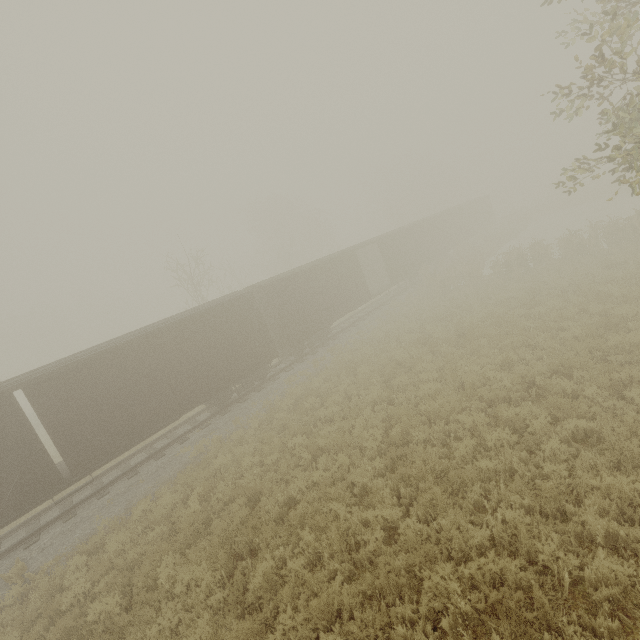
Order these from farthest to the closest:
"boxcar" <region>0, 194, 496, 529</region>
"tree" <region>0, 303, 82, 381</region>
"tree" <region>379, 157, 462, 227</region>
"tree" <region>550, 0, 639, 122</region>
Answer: "tree" <region>0, 303, 82, 381</region>, "tree" <region>379, 157, 462, 227</region>, "boxcar" <region>0, 194, 496, 529</region>, "tree" <region>550, 0, 639, 122</region>

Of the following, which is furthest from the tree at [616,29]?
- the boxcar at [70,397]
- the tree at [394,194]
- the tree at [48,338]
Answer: the tree at [48,338]

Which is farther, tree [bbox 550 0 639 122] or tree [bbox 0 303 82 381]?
tree [bbox 0 303 82 381]

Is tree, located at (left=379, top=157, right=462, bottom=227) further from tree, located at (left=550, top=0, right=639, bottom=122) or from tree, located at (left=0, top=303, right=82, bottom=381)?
tree, located at (left=0, top=303, right=82, bottom=381)

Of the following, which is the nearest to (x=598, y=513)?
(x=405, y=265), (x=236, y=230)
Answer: (x=405, y=265)

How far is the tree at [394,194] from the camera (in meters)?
46.28

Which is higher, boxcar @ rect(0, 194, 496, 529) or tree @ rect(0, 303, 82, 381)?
tree @ rect(0, 303, 82, 381)

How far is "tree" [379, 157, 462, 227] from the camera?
46.3 meters
